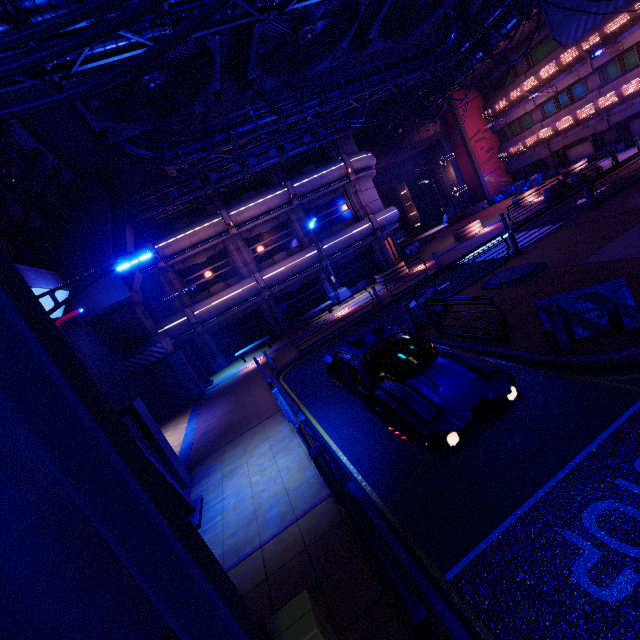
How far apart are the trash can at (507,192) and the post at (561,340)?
33.8 meters

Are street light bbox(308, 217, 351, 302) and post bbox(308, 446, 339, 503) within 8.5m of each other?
no

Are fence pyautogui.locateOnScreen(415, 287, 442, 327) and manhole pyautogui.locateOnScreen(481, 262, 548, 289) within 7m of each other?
yes

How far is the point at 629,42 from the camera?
23.69m

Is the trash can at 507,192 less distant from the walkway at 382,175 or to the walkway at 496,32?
the walkway at 382,175

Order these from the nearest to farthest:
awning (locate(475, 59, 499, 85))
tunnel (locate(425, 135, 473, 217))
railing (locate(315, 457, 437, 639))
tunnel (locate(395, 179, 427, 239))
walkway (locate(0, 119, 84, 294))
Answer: railing (locate(315, 457, 437, 639)) → walkway (locate(0, 119, 84, 294)) → awning (locate(475, 59, 499, 85)) → tunnel (locate(425, 135, 473, 217)) → tunnel (locate(395, 179, 427, 239))

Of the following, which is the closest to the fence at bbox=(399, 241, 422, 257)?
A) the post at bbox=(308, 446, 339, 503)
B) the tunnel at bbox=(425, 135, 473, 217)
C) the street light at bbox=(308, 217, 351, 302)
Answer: the tunnel at bbox=(425, 135, 473, 217)

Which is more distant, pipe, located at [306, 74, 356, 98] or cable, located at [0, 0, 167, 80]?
pipe, located at [306, 74, 356, 98]
